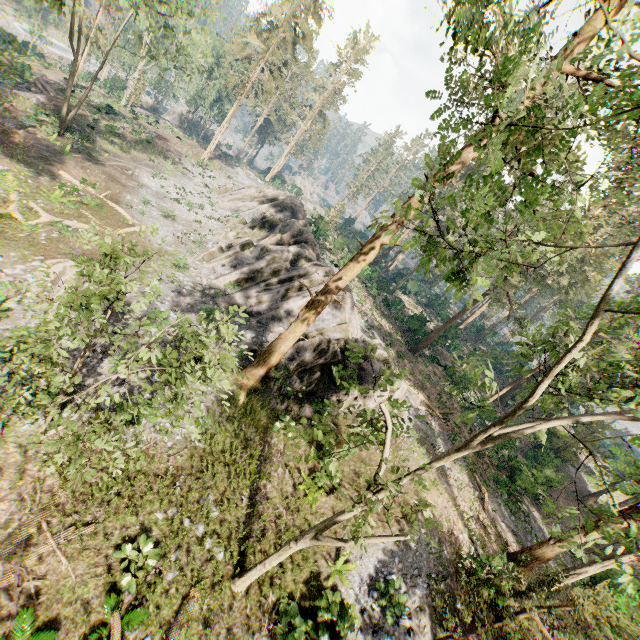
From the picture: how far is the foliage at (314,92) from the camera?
55.6m

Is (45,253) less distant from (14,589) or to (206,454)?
(206,454)

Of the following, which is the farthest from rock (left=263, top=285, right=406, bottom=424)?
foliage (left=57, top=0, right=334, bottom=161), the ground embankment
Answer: the ground embankment

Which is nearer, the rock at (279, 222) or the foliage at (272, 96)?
the rock at (279, 222)

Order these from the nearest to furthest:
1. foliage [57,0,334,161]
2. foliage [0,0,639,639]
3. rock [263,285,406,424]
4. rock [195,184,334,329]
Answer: foliage [0,0,639,639], rock [263,285,406,424], rock [195,184,334,329], foliage [57,0,334,161]

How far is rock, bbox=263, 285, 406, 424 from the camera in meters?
18.0 m

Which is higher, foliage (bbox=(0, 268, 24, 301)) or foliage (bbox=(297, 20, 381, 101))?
foliage (bbox=(297, 20, 381, 101))
